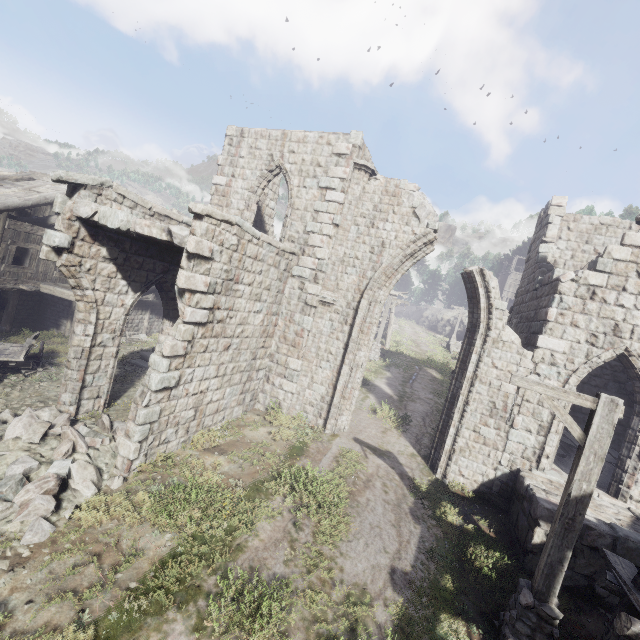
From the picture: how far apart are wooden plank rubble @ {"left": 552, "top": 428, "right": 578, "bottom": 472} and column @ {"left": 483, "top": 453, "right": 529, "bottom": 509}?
1.1 meters

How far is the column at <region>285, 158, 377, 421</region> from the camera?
11.53m

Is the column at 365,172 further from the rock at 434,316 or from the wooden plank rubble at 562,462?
the rock at 434,316

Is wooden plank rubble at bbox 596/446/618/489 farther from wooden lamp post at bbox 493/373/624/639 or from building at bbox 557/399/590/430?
wooden lamp post at bbox 493/373/624/639

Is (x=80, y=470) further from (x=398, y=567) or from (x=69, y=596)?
(x=398, y=567)

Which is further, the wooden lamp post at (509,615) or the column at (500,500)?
the column at (500,500)

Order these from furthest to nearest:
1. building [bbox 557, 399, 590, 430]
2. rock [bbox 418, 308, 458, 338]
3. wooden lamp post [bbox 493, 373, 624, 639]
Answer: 1. rock [bbox 418, 308, 458, 338]
2. building [bbox 557, 399, 590, 430]
3. wooden lamp post [bbox 493, 373, 624, 639]

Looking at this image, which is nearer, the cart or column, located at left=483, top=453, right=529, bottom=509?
column, located at left=483, top=453, right=529, bottom=509
